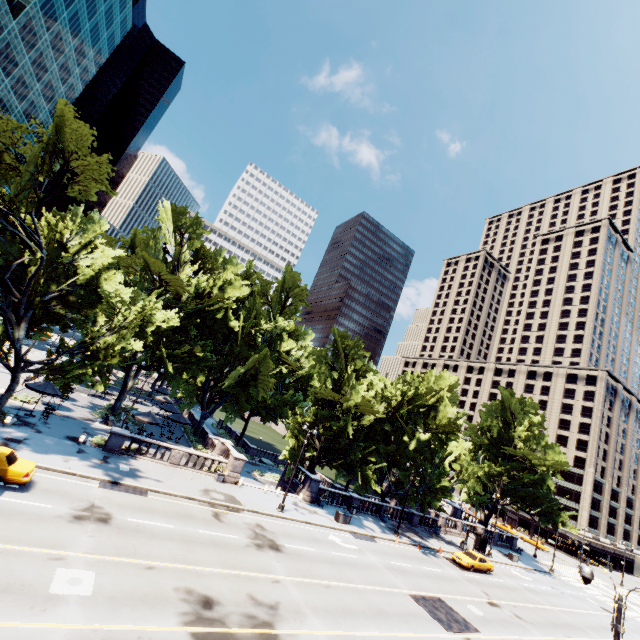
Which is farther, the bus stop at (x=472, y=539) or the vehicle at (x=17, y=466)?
the bus stop at (x=472, y=539)

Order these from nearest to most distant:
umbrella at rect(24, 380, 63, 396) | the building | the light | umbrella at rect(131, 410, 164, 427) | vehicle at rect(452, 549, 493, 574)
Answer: the light → umbrella at rect(24, 380, 63, 396) → umbrella at rect(131, 410, 164, 427) → vehicle at rect(452, 549, 493, 574) → the building

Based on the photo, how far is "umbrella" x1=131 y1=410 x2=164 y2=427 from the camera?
30.6 meters

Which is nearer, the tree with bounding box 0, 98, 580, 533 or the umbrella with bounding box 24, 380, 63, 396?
the tree with bounding box 0, 98, 580, 533

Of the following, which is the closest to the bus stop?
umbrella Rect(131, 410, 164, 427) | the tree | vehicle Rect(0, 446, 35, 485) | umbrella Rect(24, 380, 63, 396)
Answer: the tree

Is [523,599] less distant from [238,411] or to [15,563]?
[15,563]

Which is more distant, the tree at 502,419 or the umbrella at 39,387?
the umbrella at 39,387

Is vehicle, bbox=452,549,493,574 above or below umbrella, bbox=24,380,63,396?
below
